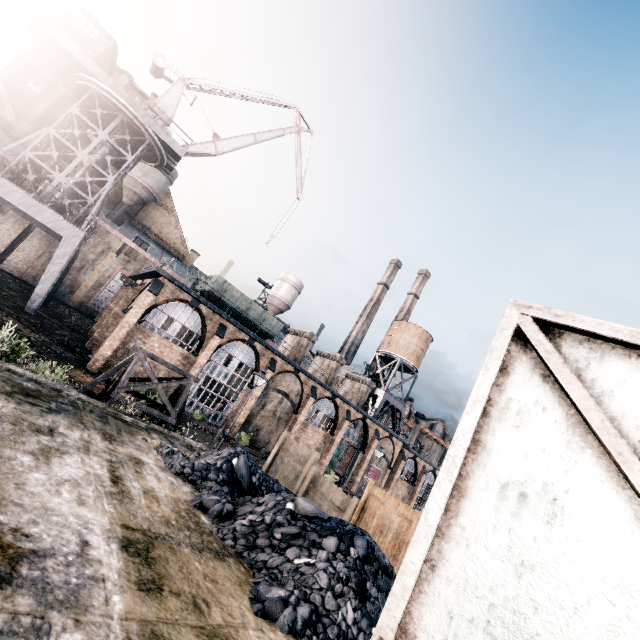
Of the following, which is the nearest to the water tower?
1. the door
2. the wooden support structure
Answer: the wooden support structure

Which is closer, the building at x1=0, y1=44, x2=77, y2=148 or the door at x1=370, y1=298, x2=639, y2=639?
the door at x1=370, y1=298, x2=639, y2=639

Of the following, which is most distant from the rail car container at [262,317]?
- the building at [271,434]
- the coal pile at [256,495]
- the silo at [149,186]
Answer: the silo at [149,186]

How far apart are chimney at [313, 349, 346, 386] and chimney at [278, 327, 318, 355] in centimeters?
381cm

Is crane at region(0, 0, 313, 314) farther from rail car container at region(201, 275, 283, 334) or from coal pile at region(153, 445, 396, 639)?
coal pile at region(153, 445, 396, 639)

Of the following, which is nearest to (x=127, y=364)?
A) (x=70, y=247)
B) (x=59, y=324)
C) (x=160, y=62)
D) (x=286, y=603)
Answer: (x=286, y=603)

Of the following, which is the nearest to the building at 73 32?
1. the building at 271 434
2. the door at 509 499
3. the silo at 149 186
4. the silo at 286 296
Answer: the silo at 149 186

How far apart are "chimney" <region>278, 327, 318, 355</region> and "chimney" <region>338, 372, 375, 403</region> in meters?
10.4 m
